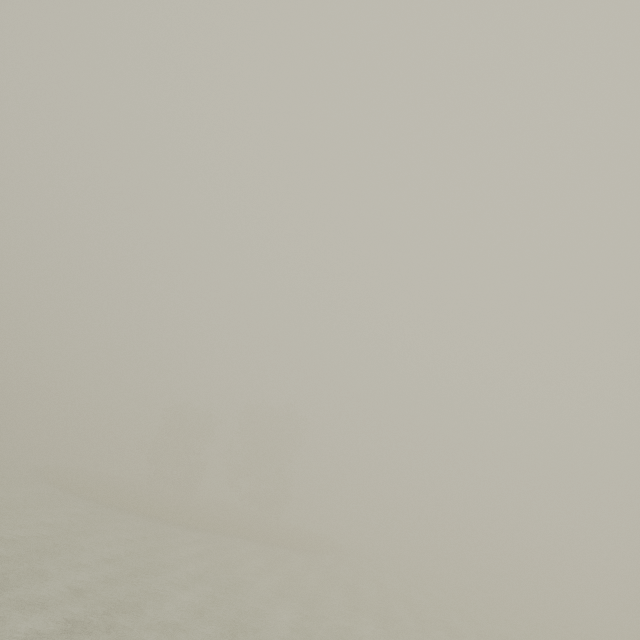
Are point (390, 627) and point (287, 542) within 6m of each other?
no
